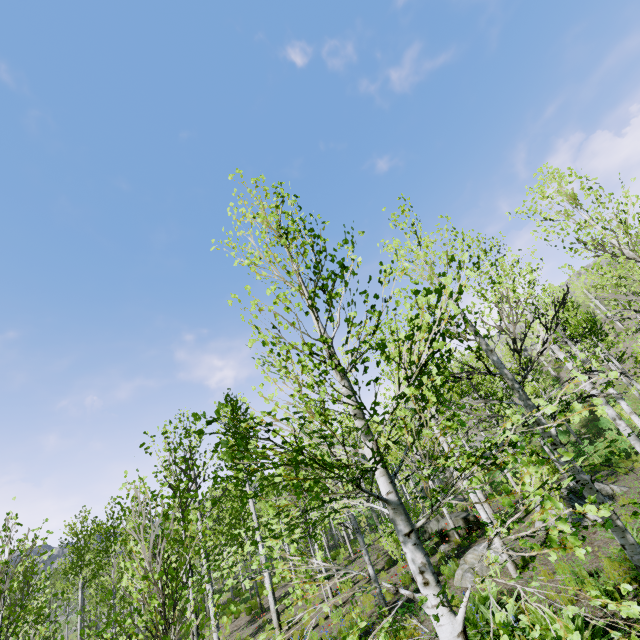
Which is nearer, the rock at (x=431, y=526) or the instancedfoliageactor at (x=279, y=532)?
the instancedfoliageactor at (x=279, y=532)

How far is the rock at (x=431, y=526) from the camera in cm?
1540

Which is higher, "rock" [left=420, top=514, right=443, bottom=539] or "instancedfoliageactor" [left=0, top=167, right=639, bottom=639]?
"instancedfoliageactor" [left=0, top=167, right=639, bottom=639]

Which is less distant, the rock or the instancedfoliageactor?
the instancedfoliageactor

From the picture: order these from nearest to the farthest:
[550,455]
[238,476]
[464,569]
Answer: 1. [464,569]
2. [550,455]
3. [238,476]

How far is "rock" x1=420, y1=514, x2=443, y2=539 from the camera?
Answer: 15.4 meters
